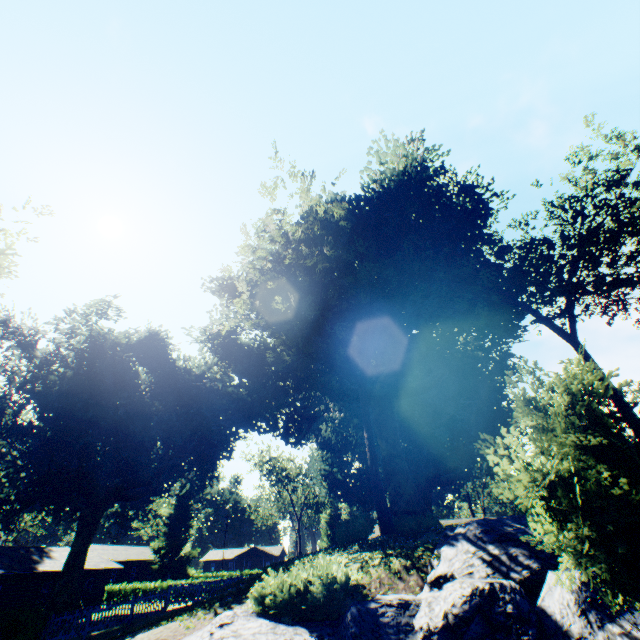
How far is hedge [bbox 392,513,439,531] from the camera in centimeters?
1920cm

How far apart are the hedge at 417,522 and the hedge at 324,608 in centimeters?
1280cm

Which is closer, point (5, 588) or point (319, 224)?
point (319, 224)

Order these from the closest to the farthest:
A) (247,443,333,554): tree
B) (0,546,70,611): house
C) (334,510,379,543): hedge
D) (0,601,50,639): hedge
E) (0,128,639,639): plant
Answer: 1. (0,128,639,639): plant
2. (0,601,50,639): hedge
3. (334,510,379,543): hedge
4. (0,546,70,611): house
5. (247,443,333,554): tree

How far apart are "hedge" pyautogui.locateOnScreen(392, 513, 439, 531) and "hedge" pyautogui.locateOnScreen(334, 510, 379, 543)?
2.7 meters

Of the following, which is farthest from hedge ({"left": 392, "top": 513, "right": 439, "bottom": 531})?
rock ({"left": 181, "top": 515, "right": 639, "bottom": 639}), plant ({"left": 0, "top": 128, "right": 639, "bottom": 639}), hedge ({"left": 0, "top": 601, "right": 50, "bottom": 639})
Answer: hedge ({"left": 0, "top": 601, "right": 50, "bottom": 639})

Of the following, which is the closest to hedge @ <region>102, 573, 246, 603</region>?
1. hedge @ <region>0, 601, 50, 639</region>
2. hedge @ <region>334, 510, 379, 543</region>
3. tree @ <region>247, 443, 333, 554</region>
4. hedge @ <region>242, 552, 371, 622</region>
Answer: tree @ <region>247, 443, 333, 554</region>

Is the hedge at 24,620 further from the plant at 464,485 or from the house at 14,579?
the house at 14,579
